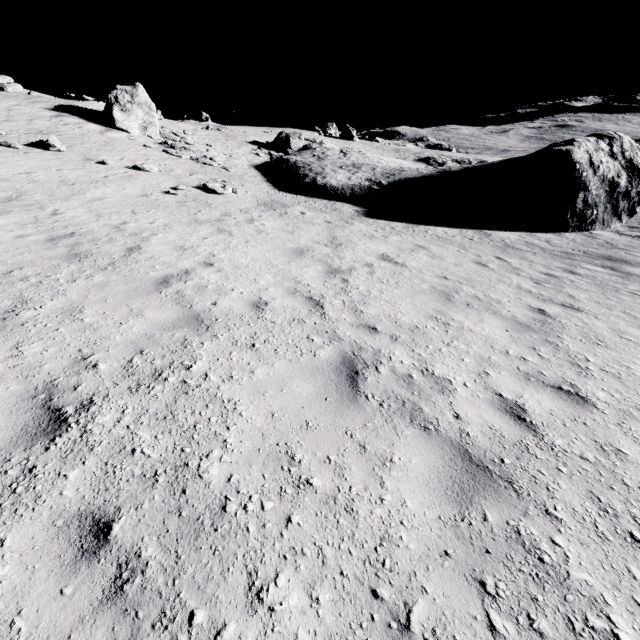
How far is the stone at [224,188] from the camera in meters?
15.7

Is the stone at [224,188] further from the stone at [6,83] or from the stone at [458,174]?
the stone at [6,83]

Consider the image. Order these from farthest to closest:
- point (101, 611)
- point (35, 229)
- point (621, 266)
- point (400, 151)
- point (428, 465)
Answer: point (400, 151) → point (621, 266) → point (35, 229) → point (428, 465) → point (101, 611)

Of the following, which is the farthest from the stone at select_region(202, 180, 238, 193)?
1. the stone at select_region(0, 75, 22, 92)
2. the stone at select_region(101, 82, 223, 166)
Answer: the stone at select_region(0, 75, 22, 92)

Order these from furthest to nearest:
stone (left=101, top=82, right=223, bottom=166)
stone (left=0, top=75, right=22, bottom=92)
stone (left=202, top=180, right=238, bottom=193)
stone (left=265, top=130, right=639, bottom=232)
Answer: stone (left=0, top=75, right=22, bottom=92) → stone (left=101, top=82, right=223, bottom=166) → stone (left=265, top=130, right=639, bottom=232) → stone (left=202, top=180, right=238, bottom=193)

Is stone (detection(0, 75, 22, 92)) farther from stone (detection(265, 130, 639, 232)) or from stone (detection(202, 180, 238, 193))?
stone (detection(202, 180, 238, 193))
